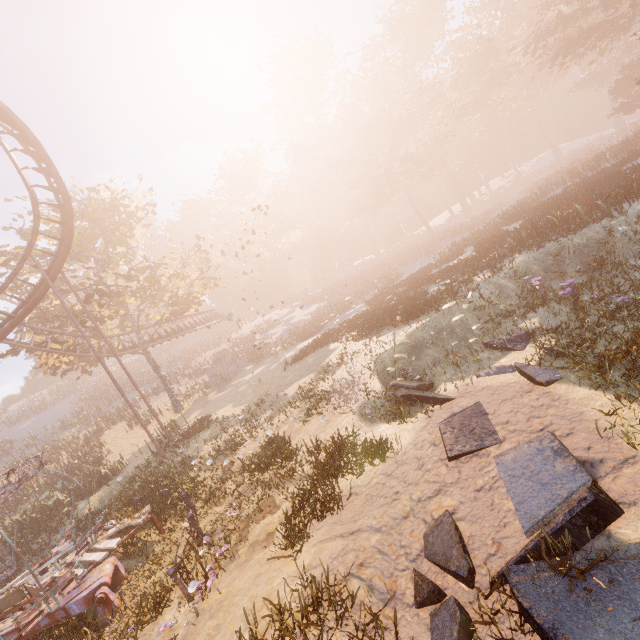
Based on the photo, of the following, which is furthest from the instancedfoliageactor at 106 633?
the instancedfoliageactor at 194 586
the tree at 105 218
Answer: the tree at 105 218

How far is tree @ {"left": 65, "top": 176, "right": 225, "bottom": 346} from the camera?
23.5m

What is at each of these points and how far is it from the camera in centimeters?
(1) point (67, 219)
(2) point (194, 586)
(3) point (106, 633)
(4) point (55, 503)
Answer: (1) roller coaster, 1625cm
(2) instancedfoliageactor, 603cm
(3) instancedfoliageactor, 671cm
(4) instancedfoliageactor, 1847cm

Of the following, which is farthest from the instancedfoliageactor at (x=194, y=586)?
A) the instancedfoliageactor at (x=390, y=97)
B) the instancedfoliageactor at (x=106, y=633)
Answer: the instancedfoliageactor at (x=390, y=97)

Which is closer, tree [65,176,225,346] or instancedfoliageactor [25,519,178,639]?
instancedfoliageactor [25,519,178,639]

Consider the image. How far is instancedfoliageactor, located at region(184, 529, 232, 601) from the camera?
6.02m

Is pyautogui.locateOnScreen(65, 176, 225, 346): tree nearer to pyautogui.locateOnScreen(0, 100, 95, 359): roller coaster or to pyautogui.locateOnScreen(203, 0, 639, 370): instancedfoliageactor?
pyautogui.locateOnScreen(0, 100, 95, 359): roller coaster

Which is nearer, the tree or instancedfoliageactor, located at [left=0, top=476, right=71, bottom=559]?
instancedfoliageactor, located at [left=0, top=476, right=71, bottom=559]
